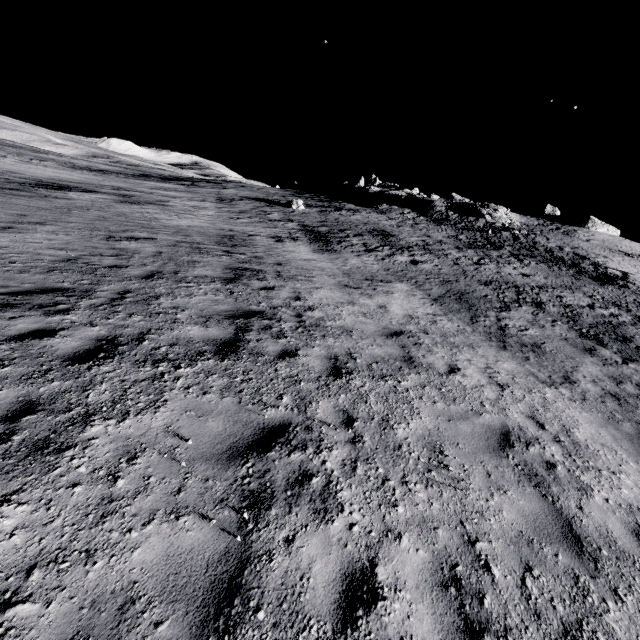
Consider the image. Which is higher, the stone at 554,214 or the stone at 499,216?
the stone at 554,214

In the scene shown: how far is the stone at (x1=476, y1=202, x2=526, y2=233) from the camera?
39.5m

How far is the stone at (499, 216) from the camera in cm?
3955

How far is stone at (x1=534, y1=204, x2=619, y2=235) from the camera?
50.8 meters

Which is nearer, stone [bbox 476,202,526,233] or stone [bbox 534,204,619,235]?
stone [bbox 476,202,526,233]

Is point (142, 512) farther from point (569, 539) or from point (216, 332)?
point (569, 539)

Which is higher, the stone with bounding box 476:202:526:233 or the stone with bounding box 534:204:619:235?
the stone with bounding box 534:204:619:235
